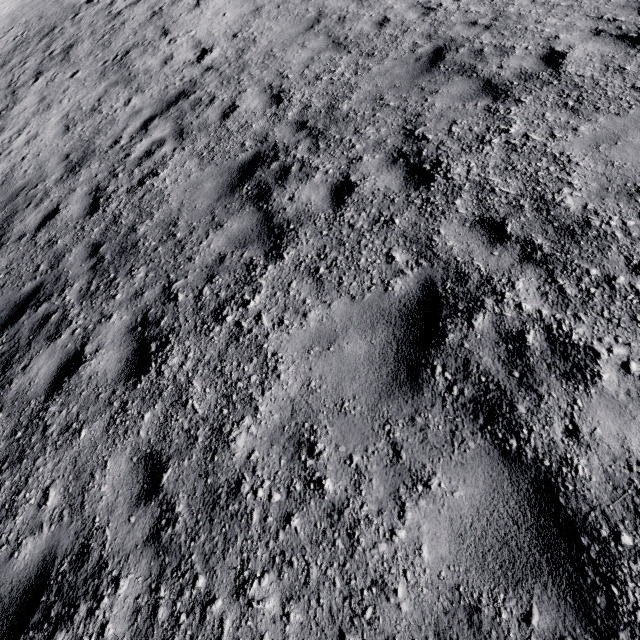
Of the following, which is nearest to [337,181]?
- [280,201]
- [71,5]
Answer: [280,201]
